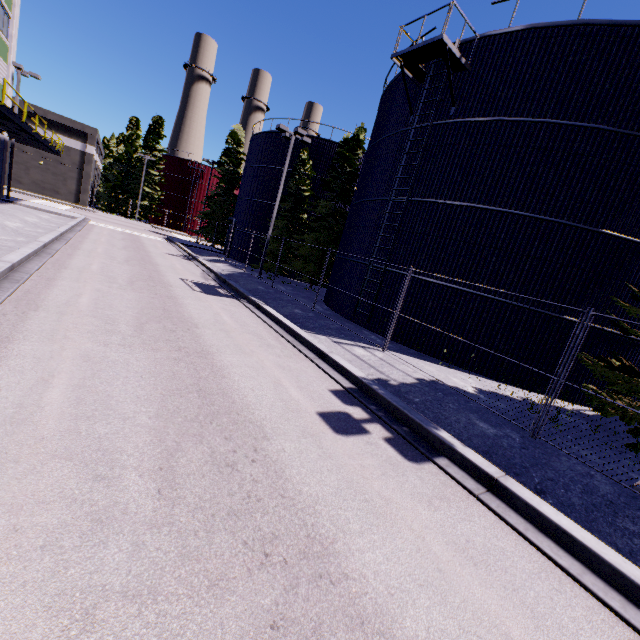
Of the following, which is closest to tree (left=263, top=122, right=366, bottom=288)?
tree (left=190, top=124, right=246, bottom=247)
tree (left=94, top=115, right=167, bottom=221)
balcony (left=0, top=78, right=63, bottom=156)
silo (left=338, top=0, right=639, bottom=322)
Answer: silo (left=338, top=0, right=639, bottom=322)

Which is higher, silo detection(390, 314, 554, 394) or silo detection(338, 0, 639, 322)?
silo detection(338, 0, 639, 322)

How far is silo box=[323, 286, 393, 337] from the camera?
14.4 meters

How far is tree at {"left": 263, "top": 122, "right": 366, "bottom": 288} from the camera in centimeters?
2366cm

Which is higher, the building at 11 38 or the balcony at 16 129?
the building at 11 38

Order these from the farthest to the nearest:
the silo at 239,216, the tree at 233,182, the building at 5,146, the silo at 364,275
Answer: the tree at 233,182, the silo at 239,216, the building at 5,146, the silo at 364,275

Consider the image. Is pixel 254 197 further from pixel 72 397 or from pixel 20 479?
pixel 20 479

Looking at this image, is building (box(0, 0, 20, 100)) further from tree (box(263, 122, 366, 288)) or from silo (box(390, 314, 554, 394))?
tree (box(263, 122, 366, 288))
